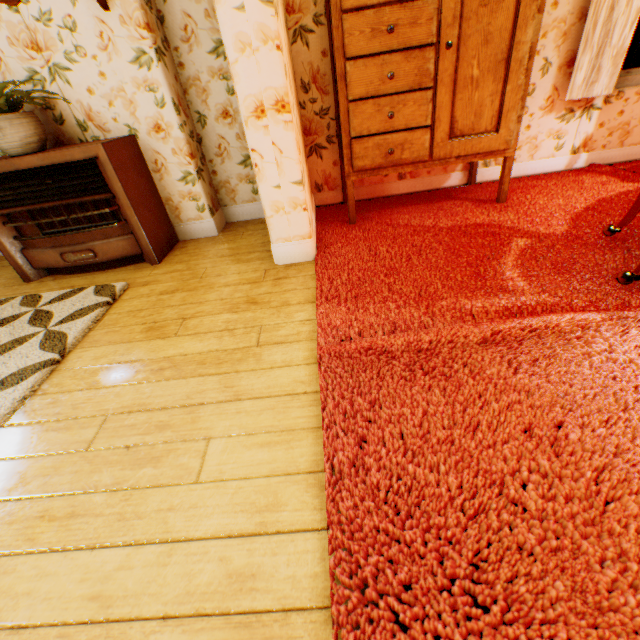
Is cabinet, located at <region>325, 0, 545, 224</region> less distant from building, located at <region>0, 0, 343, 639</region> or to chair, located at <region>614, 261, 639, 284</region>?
building, located at <region>0, 0, 343, 639</region>

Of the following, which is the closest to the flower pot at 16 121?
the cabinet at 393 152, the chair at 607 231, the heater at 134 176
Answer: the heater at 134 176

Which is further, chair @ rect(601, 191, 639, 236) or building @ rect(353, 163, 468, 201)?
building @ rect(353, 163, 468, 201)

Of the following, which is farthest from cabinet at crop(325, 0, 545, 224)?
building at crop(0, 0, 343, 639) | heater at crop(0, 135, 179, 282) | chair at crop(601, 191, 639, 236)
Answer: heater at crop(0, 135, 179, 282)

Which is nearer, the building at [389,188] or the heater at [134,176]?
the heater at [134,176]

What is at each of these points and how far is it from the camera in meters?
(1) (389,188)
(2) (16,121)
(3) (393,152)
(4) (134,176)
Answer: (1) building, 3.2 m
(2) flower pot, 2.1 m
(3) cabinet, 2.3 m
(4) heater, 2.5 m

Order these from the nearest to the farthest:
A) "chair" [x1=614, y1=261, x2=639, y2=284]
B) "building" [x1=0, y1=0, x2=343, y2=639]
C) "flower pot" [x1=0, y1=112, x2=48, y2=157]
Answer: "building" [x1=0, y1=0, x2=343, y2=639], "chair" [x1=614, y1=261, x2=639, y2=284], "flower pot" [x1=0, y1=112, x2=48, y2=157]
